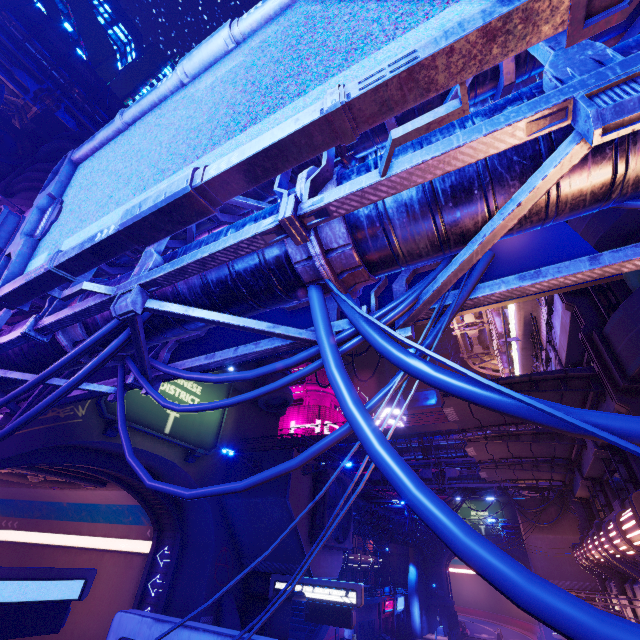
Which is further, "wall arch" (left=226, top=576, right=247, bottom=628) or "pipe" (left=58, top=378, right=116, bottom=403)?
"wall arch" (left=226, top=576, right=247, bottom=628)

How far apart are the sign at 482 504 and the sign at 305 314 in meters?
62.9 m

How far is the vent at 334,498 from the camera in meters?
18.9 m

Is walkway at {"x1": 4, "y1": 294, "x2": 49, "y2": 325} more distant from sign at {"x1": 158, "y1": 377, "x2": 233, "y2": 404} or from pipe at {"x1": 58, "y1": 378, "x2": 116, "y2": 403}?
sign at {"x1": 158, "y1": 377, "x2": 233, "y2": 404}

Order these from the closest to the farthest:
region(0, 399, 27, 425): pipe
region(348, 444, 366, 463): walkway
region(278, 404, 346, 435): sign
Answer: region(0, 399, 27, 425): pipe < region(348, 444, 366, 463): walkway < region(278, 404, 346, 435): sign

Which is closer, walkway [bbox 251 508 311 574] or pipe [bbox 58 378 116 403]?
pipe [bbox 58 378 116 403]

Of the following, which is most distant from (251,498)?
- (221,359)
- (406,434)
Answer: (406,434)

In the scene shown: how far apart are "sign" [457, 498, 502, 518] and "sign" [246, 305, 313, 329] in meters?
62.9
